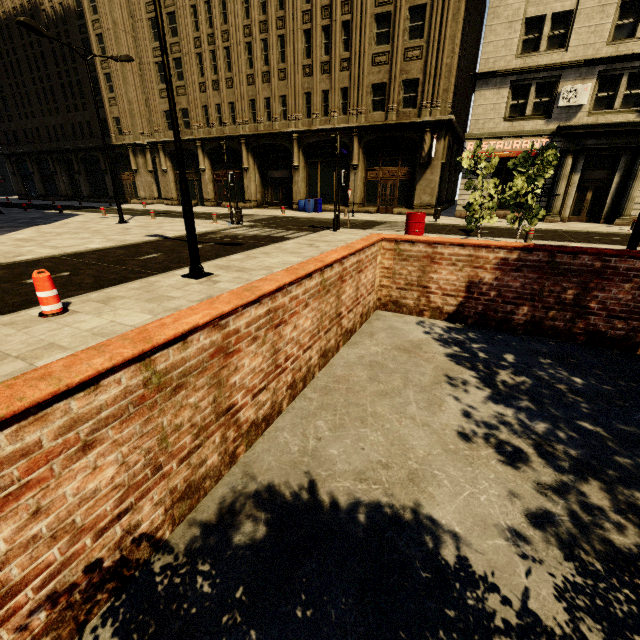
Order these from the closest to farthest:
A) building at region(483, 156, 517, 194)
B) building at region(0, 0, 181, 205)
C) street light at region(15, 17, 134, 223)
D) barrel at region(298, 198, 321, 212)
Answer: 1. street light at region(15, 17, 134, 223)
2. building at region(483, 156, 517, 194)
3. barrel at region(298, 198, 321, 212)
4. building at region(0, 0, 181, 205)

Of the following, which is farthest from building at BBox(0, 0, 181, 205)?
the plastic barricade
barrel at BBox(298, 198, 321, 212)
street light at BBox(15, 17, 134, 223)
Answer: the plastic barricade

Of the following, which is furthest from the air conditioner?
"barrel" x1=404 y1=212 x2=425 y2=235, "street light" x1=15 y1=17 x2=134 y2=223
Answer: "street light" x1=15 y1=17 x2=134 y2=223

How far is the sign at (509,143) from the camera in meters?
18.3

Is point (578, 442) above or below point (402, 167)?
below

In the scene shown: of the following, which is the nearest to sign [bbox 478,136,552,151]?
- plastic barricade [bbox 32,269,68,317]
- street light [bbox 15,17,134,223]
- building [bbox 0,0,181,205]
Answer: building [bbox 0,0,181,205]

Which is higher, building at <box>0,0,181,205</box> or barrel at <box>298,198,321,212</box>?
building at <box>0,0,181,205</box>

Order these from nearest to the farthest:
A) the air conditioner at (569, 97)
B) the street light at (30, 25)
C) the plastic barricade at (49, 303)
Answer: the plastic barricade at (49, 303) < the street light at (30, 25) < the air conditioner at (569, 97)
